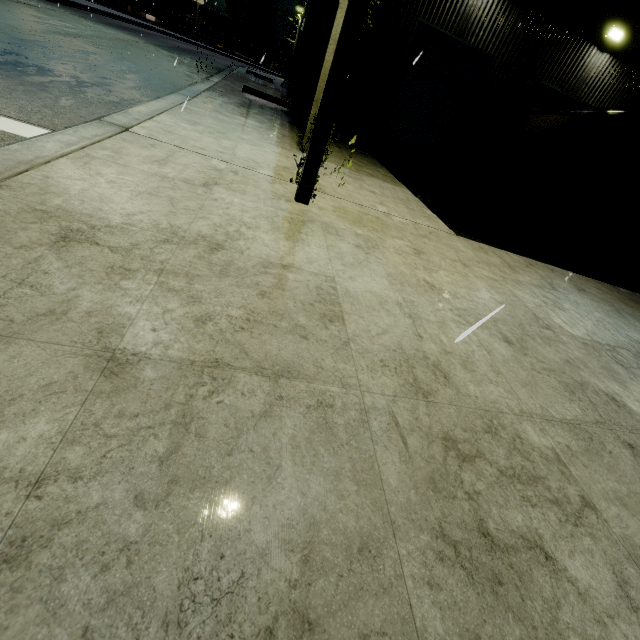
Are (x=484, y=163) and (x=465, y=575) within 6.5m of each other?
no

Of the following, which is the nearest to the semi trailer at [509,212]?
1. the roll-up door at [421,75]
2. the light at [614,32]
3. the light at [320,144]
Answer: the roll-up door at [421,75]

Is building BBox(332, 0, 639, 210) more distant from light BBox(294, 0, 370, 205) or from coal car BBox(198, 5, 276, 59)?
light BBox(294, 0, 370, 205)

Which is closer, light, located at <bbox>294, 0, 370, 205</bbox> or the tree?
light, located at <bbox>294, 0, 370, 205</bbox>

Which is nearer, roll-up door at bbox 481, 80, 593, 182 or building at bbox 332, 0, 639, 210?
building at bbox 332, 0, 639, 210

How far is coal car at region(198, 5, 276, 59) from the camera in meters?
49.7

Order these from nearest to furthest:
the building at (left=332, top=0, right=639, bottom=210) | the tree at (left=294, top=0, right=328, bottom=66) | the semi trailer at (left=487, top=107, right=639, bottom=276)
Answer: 1. the semi trailer at (left=487, top=107, right=639, bottom=276)
2. the tree at (left=294, top=0, right=328, bottom=66)
3. the building at (left=332, top=0, right=639, bottom=210)

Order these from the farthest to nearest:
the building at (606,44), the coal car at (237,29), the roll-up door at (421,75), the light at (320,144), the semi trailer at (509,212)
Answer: the coal car at (237,29) → the roll-up door at (421,75) → the building at (606,44) → the semi trailer at (509,212) → the light at (320,144)
